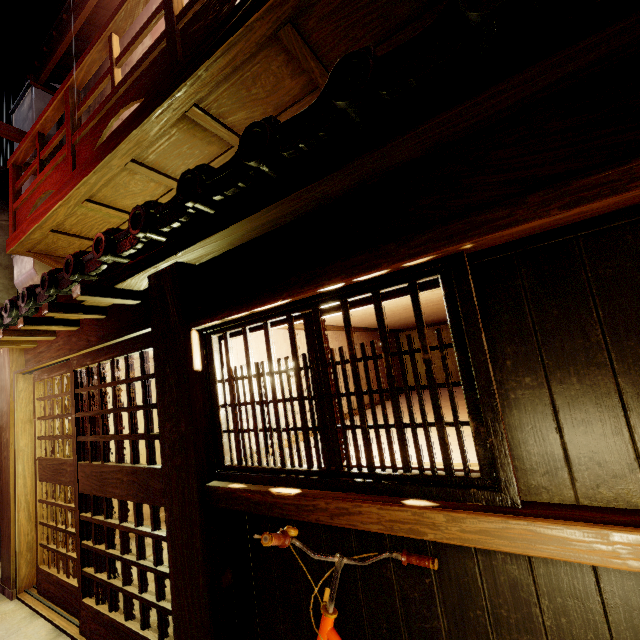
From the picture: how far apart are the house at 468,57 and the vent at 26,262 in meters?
12.6 m

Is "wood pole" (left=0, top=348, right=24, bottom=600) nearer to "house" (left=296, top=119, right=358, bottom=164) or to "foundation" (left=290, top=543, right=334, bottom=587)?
"foundation" (left=290, top=543, right=334, bottom=587)

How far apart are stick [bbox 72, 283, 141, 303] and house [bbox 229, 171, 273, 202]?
2.62m

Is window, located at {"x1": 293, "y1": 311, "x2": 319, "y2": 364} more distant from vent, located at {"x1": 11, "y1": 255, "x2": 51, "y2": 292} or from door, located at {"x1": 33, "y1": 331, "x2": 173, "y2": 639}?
vent, located at {"x1": 11, "y1": 255, "x2": 51, "y2": 292}

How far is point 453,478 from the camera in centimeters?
269cm

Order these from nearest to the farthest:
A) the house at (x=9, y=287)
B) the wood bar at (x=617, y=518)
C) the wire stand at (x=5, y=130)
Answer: the wood bar at (x=617, y=518) → the wire stand at (x=5, y=130) → the house at (x=9, y=287)

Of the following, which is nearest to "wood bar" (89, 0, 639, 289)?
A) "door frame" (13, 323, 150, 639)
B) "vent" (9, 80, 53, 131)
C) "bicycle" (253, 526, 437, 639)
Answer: "door frame" (13, 323, 150, 639)

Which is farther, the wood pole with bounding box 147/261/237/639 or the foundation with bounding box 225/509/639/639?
the wood pole with bounding box 147/261/237/639
